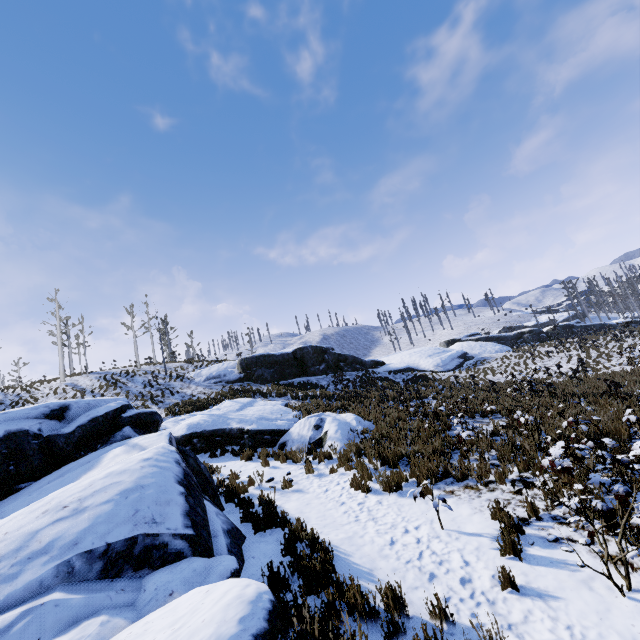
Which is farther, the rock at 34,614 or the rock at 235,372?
the rock at 235,372

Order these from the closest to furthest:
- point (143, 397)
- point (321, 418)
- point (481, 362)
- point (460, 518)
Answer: point (460, 518) → point (321, 418) → point (143, 397) → point (481, 362)

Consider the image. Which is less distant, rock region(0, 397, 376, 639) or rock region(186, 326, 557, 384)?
rock region(0, 397, 376, 639)

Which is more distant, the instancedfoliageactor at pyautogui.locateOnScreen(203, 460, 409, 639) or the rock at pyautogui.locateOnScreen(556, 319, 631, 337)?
the rock at pyautogui.locateOnScreen(556, 319, 631, 337)

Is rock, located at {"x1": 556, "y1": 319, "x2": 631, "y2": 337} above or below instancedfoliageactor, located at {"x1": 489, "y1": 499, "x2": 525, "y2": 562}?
above

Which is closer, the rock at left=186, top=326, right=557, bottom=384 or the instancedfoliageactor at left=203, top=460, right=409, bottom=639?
the instancedfoliageactor at left=203, top=460, right=409, bottom=639

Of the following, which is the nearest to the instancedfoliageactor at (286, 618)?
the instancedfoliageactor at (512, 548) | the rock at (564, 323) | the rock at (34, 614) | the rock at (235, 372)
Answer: the rock at (34, 614)

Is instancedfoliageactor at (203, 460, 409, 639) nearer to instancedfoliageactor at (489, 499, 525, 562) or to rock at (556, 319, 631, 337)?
instancedfoliageactor at (489, 499, 525, 562)
